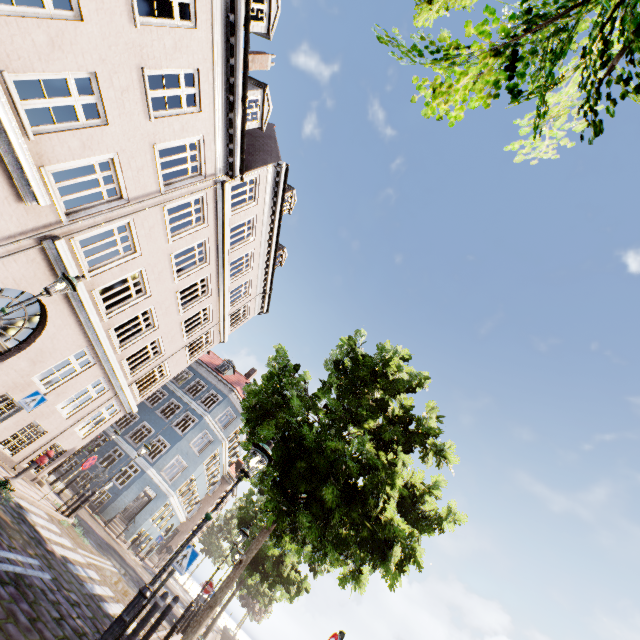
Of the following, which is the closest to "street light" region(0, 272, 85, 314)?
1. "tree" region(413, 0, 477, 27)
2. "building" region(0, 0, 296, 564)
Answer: "building" region(0, 0, 296, 564)

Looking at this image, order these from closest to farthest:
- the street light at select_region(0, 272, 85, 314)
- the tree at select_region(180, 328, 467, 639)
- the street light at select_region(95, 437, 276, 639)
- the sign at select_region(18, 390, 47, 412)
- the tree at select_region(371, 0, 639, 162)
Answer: the tree at select_region(371, 0, 639, 162), the street light at select_region(95, 437, 276, 639), the street light at select_region(0, 272, 85, 314), the tree at select_region(180, 328, 467, 639), the sign at select_region(18, 390, 47, 412)

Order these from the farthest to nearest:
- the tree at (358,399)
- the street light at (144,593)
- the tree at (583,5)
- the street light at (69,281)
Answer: the tree at (358,399), the street light at (69,281), the street light at (144,593), the tree at (583,5)

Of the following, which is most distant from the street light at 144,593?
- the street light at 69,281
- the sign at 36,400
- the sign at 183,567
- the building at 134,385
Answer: the building at 134,385

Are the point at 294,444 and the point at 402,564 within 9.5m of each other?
yes

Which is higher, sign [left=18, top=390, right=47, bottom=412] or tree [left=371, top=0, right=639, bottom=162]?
tree [left=371, top=0, right=639, bottom=162]

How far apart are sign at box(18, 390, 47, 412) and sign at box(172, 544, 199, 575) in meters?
5.4 m

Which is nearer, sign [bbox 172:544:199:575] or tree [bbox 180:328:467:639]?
sign [bbox 172:544:199:575]
